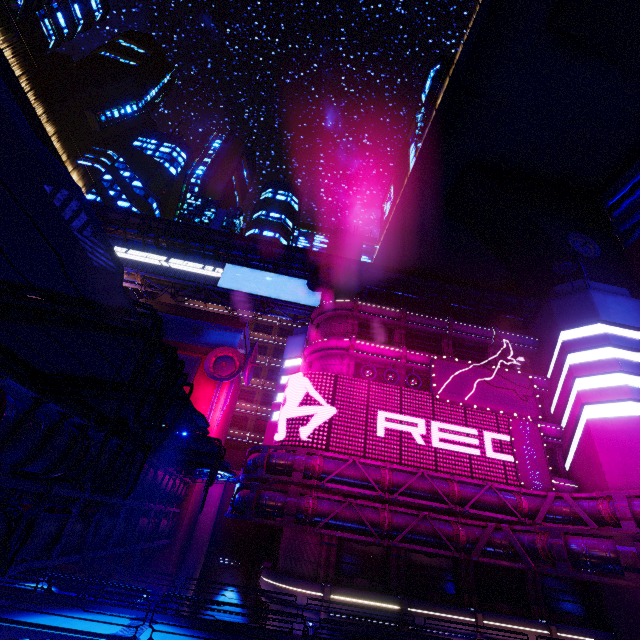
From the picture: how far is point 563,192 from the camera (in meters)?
49.56

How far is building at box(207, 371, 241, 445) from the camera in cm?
3291

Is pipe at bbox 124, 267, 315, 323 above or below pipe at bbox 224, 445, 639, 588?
above

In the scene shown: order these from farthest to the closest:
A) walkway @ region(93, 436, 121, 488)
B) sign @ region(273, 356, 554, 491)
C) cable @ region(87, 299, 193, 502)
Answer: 1. sign @ region(273, 356, 554, 491)
2. walkway @ region(93, 436, 121, 488)
3. cable @ region(87, 299, 193, 502)

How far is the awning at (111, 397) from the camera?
6.68m

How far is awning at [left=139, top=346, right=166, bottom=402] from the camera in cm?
679

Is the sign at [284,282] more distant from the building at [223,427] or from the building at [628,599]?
the building at [628,599]
